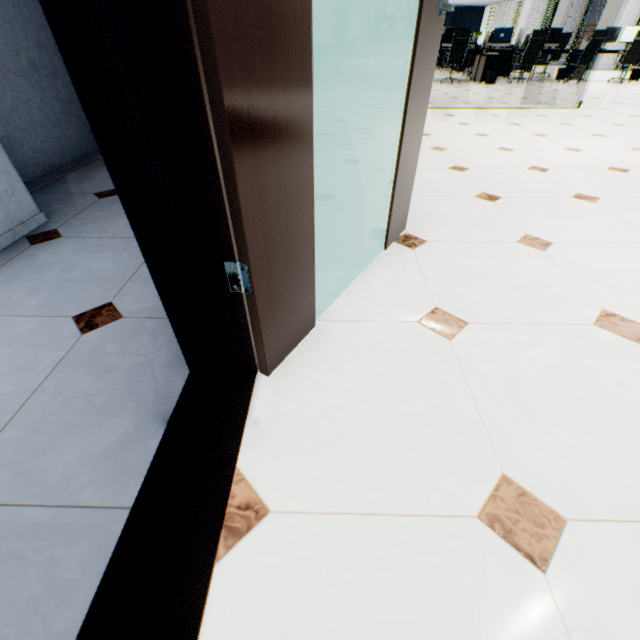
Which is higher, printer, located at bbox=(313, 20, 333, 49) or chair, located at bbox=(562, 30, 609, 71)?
printer, located at bbox=(313, 20, 333, 49)

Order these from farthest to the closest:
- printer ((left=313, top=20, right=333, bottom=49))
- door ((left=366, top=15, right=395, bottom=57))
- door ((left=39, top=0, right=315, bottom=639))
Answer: door ((left=366, top=15, right=395, bottom=57)) → printer ((left=313, top=20, right=333, bottom=49)) → door ((left=39, top=0, right=315, bottom=639))

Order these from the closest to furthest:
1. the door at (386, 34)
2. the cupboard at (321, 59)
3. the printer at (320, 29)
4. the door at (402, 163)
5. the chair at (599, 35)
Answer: the door at (402, 163)
the cupboard at (321, 59)
the printer at (320, 29)
the chair at (599, 35)
the door at (386, 34)

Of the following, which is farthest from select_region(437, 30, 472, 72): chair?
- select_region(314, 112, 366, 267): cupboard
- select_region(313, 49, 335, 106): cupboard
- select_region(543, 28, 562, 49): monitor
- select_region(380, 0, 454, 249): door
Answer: select_region(380, 0, 454, 249): door

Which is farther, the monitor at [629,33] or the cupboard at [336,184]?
the monitor at [629,33]

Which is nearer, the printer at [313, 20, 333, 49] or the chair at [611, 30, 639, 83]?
the printer at [313, 20, 333, 49]

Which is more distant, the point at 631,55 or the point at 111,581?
the point at 631,55

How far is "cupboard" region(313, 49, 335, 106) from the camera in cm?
559
